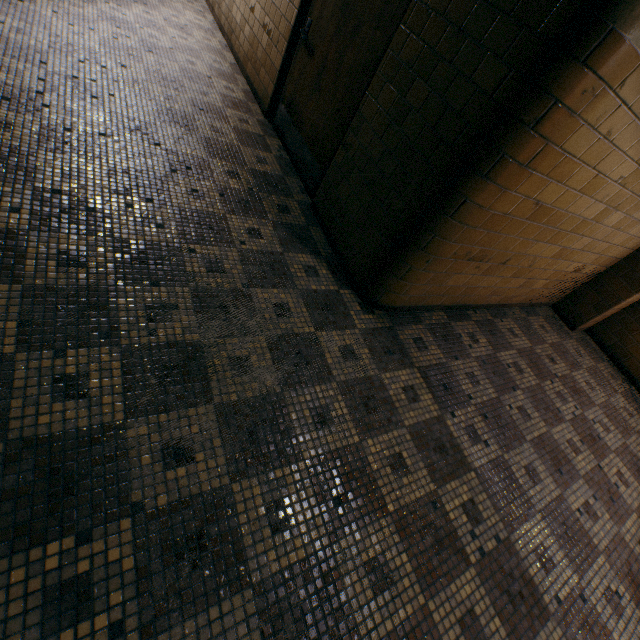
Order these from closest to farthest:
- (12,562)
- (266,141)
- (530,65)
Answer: (12,562)
(530,65)
(266,141)

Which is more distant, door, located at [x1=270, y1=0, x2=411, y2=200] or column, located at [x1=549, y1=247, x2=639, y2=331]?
column, located at [x1=549, y1=247, x2=639, y2=331]

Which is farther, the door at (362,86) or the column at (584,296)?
Answer: the column at (584,296)
